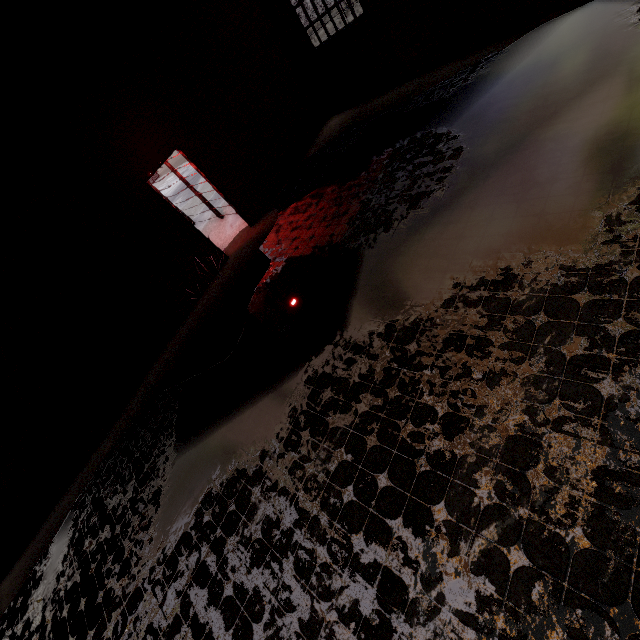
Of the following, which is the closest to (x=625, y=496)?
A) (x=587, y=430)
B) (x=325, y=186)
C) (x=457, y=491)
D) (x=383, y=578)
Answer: (x=587, y=430)
